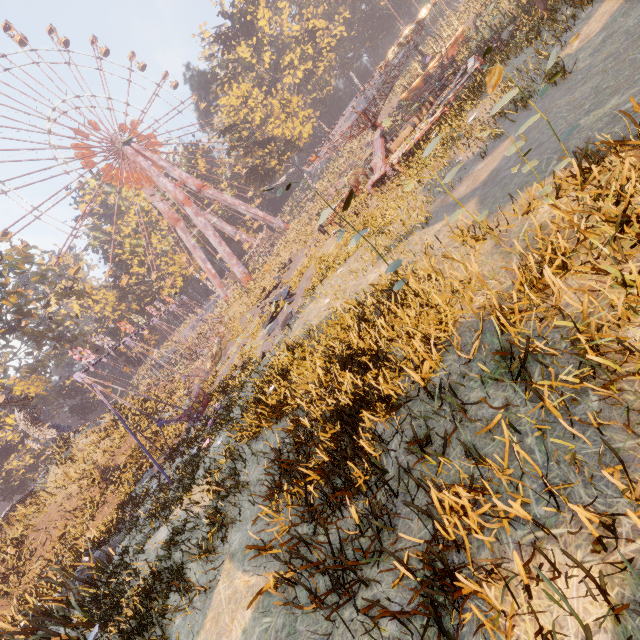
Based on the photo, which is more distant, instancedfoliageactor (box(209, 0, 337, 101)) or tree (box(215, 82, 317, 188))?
instancedfoliageactor (box(209, 0, 337, 101))

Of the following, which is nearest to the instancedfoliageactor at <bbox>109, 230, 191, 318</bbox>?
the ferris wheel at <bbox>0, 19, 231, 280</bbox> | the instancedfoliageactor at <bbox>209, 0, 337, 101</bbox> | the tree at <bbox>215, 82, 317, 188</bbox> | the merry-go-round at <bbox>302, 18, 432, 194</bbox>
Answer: the ferris wheel at <bbox>0, 19, 231, 280</bbox>

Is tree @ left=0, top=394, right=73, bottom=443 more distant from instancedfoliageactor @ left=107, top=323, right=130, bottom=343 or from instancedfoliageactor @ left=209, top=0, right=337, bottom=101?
instancedfoliageactor @ left=209, top=0, right=337, bottom=101

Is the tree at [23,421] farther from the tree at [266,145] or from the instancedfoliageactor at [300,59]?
the instancedfoliageactor at [300,59]

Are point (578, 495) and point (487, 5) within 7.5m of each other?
no

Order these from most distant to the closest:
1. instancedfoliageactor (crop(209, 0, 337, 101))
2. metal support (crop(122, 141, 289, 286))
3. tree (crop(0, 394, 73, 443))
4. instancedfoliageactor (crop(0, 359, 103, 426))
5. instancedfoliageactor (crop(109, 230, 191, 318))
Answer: instancedfoliageactor (crop(109, 230, 191, 318)) < instancedfoliageactor (crop(209, 0, 337, 101)) < metal support (crop(122, 141, 289, 286)) < instancedfoliageactor (crop(0, 359, 103, 426)) < tree (crop(0, 394, 73, 443))

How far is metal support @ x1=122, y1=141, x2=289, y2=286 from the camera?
48.5m

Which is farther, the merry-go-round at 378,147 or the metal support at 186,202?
the metal support at 186,202
